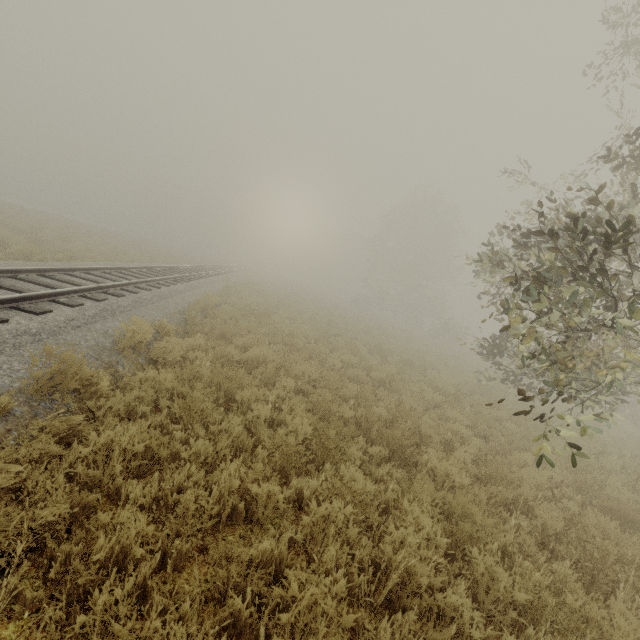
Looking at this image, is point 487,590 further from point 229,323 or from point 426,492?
point 229,323
